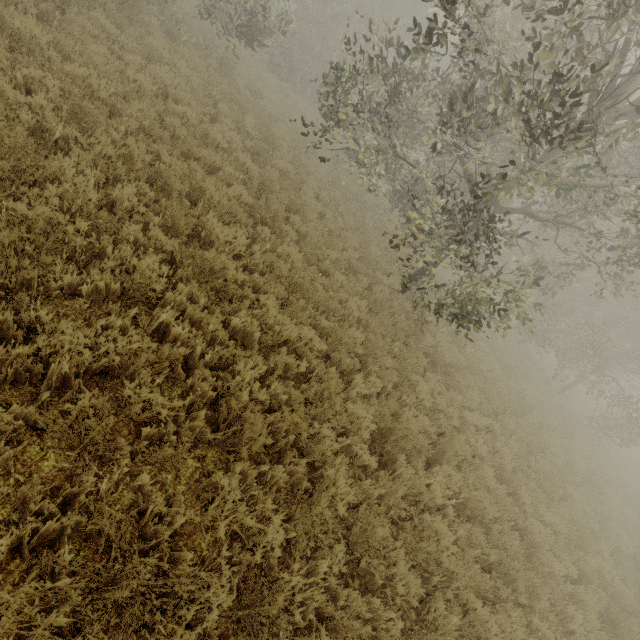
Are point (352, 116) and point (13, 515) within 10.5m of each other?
yes
